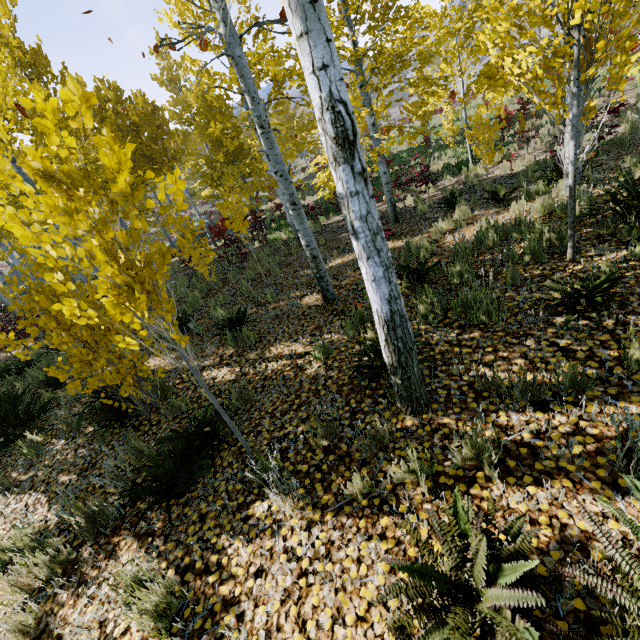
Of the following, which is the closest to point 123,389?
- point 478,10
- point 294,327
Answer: point 294,327

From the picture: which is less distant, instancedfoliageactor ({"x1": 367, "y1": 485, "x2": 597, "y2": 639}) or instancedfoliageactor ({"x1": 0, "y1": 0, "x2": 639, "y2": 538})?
instancedfoliageactor ({"x1": 367, "y1": 485, "x2": 597, "y2": 639})

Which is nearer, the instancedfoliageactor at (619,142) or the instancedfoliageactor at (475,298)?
the instancedfoliageactor at (475,298)

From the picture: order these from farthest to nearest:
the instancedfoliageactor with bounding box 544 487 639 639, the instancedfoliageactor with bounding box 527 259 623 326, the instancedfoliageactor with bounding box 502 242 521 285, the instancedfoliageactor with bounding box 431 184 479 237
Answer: the instancedfoliageactor with bounding box 431 184 479 237, the instancedfoliageactor with bounding box 502 242 521 285, the instancedfoliageactor with bounding box 527 259 623 326, the instancedfoliageactor with bounding box 544 487 639 639

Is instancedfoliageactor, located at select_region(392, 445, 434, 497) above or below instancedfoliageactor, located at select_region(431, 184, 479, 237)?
above
